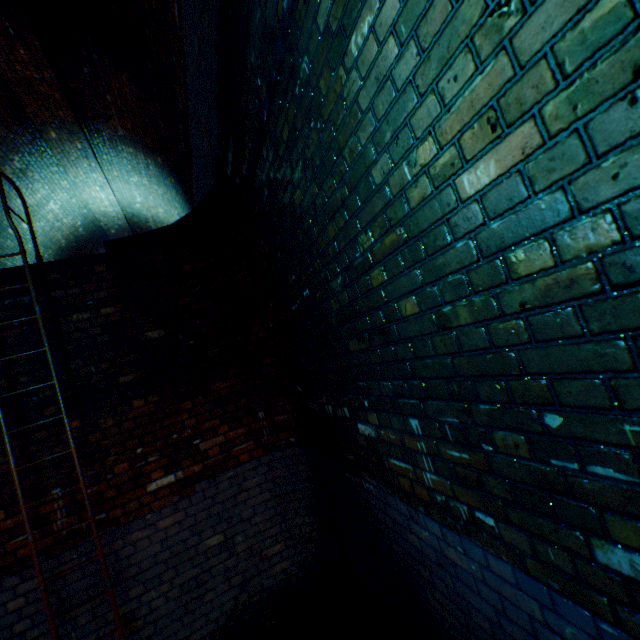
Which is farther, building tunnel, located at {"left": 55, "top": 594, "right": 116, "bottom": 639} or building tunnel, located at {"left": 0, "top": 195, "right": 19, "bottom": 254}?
building tunnel, located at {"left": 0, "top": 195, "right": 19, "bottom": 254}

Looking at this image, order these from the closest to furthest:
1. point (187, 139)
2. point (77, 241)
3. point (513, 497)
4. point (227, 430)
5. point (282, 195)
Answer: point (513, 497)
point (282, 195)
point (227, 430)
point (187, 139)
point (77, 241)

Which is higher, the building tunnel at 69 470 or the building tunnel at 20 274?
the building tunnel at 20 274

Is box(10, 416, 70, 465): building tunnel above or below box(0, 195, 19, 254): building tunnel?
below

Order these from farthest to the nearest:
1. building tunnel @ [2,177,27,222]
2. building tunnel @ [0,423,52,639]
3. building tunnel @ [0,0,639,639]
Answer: building tunnel @ [2,177,27,222] → building tunnel @ [0,423,52,639] → building tunnel @ [0,0,639,639]

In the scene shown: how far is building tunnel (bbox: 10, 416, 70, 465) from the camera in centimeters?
295cm
